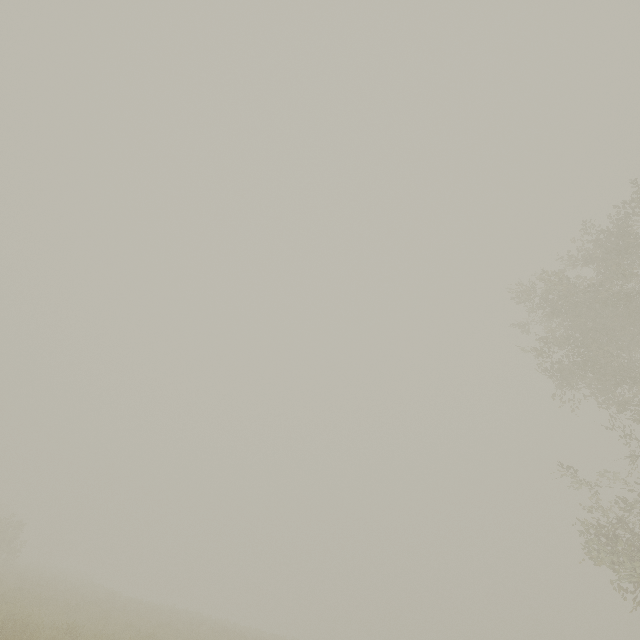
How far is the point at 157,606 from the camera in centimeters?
2423cm
